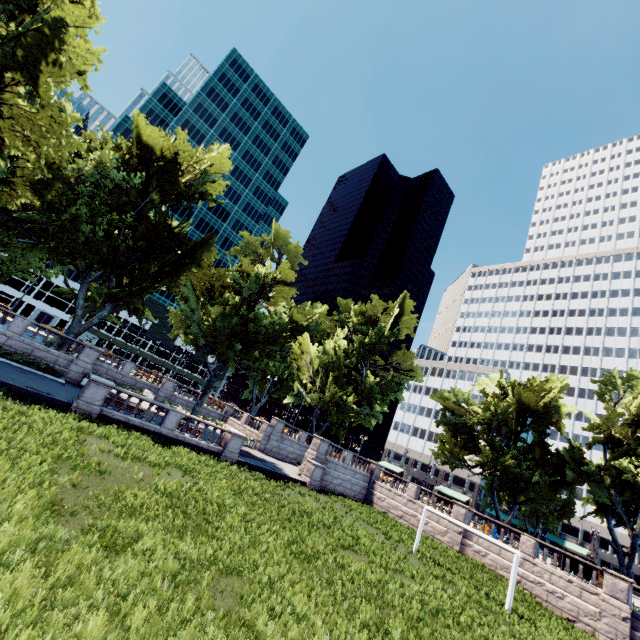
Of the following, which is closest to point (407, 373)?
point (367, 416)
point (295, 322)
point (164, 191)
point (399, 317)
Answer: point (399, 317)

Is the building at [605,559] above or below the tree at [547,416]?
below

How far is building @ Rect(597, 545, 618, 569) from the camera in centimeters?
5853cm

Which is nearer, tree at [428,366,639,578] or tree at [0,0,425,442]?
tree at [0,0,425,442]

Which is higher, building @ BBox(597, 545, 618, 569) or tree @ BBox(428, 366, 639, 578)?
→ tree @ BBox(428, 366, 639, 578)

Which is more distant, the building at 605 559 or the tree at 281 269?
the building at 605 559

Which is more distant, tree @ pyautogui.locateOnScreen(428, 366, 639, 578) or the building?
the building
